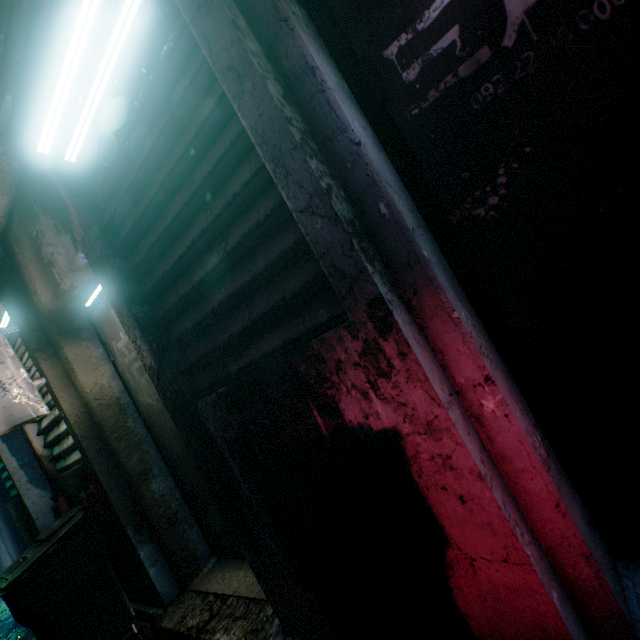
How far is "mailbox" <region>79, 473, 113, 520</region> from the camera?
2.2m

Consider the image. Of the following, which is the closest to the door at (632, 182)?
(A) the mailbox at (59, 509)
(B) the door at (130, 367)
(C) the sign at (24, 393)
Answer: (B) the door at (130, 367)

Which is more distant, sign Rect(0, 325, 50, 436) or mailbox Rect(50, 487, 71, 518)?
mailbox Rect(50, 487, 71, 518)

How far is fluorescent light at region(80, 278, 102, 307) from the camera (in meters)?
2.10

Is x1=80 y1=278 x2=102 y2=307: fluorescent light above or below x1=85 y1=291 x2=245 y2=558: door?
above

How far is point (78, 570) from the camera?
2.1 meters

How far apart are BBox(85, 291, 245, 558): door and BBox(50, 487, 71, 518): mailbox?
1.1m

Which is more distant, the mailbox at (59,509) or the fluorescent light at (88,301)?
the mailbox at (59,509)
